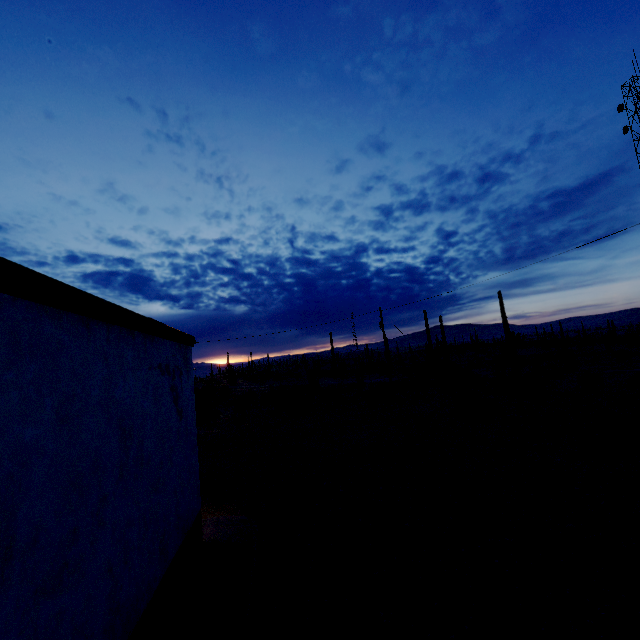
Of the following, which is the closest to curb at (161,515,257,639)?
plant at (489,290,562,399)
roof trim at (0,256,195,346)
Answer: roof trim at (0,256,195,346)

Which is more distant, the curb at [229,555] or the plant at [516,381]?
the plant at [516,381]

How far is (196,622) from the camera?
5.2m

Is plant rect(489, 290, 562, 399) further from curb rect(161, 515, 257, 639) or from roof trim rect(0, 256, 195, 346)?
roof trim rect(0, 256, 195, 346)

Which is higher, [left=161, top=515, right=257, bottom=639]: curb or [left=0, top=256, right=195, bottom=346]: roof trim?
[left=0, top=256, right=195, bottom=346]: roof trim

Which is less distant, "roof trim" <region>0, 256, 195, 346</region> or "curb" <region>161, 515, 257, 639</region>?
"roof trim" <region>0, 256, 195, 346</region>

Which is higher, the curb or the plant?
the plant

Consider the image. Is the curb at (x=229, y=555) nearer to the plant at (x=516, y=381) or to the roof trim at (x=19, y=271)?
the roof trim at (x=19, y=271)
